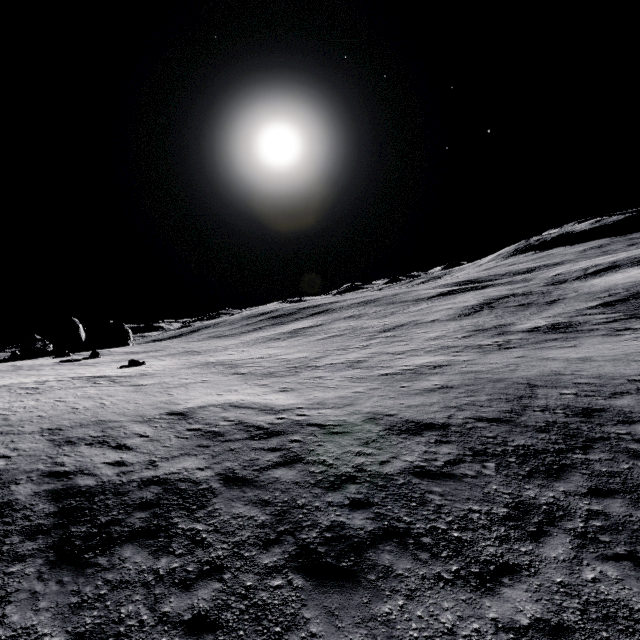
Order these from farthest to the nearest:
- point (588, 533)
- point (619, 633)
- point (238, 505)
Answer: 1. point (238, 505)
2. point (588, 533)
3. point (619, 633)
